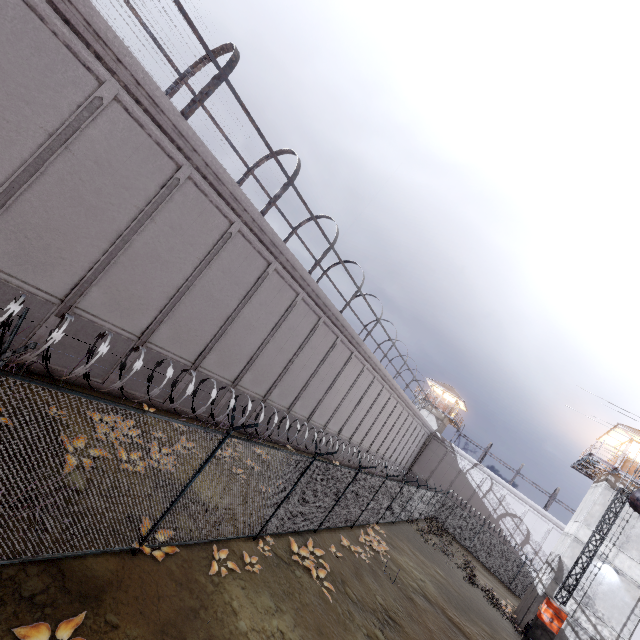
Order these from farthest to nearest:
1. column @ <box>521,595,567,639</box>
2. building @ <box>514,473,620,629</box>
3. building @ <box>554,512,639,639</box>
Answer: building @ <box>514,473,620,629</box> < building @ <box>554,512,639,639</box> < column @ <box>521,595,567,639</box>

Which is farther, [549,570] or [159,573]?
[549,570]

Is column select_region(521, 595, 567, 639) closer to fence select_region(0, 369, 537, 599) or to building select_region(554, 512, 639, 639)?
fence select_region(0, 369, 537, 599)

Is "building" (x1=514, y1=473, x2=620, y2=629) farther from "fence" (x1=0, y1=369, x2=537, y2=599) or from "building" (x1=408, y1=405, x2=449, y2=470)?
"building" (x1=408, y1=405, x2=449, y2=470)

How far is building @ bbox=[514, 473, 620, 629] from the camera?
20.2m

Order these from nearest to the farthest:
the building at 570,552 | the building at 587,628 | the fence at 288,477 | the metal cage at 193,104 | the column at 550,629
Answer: the fence at 288,477, the metal cage at 193,104, the column at 550,629, the building at 587,628, the building at 570,552

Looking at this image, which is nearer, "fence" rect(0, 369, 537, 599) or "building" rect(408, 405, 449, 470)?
"fence" rect(0, 369, 537, 599)

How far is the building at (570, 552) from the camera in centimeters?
2020cm
